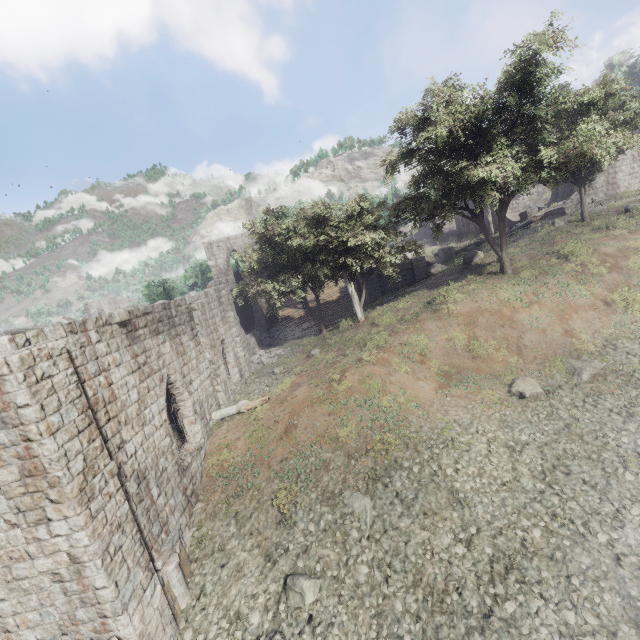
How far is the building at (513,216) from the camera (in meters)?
35.03

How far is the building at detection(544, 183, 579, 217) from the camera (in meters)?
30.56

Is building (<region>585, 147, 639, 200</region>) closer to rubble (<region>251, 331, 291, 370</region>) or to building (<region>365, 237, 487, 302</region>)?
building (<region>365, 237, 487, 302</region>)

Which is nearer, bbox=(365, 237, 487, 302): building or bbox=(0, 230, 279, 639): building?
bbox=(0, 230, 279, 639): building

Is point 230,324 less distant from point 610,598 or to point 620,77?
point 610,598

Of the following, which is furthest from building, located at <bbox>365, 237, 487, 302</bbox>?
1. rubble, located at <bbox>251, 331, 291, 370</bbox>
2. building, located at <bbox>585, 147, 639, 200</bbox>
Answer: building, located at <bbox>585, 147, 639, 200</bbox>

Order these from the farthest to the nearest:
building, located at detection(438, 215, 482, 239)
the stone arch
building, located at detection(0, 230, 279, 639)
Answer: building, located at detection(438, 215, 482, 239), the stone arch, building, located at detection(0, 230, 279, 639)

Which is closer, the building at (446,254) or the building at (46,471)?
the building at (46,471)
